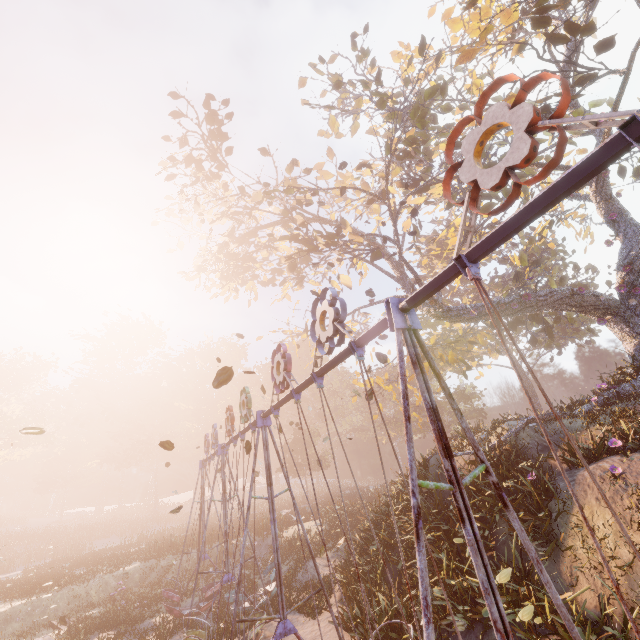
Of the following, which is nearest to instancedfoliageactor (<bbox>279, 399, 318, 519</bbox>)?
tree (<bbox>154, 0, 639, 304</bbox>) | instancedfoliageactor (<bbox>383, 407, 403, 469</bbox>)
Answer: instancedfoliageactor (<bbox>383, 407, 403, 469</bbox>)

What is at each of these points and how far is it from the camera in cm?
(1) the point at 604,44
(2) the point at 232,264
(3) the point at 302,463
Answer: (1) tree, 1120
(2) tree, 2350
(3) instancedfoliageactor, 4375

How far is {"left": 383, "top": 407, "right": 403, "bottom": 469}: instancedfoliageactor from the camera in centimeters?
4731cm

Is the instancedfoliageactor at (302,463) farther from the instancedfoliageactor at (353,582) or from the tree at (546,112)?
the instancedfoliageactor at (353,582)

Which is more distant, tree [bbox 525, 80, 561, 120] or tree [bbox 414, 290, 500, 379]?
tree [bbox 414, 290, 500, 379]

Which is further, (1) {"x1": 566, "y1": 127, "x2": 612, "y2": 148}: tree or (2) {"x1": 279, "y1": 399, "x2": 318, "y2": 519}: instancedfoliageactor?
(2) {"x1": 279, "y1": 399, "x2": 318, "y2": 519}: instancedfoliageactor

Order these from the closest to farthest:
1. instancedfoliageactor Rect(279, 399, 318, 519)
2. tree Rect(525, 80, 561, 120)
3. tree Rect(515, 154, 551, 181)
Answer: tree Rect(525, 80, 561, 120) < tree Rect(515, 154, 551, 181) < instancedfoliageactor Rect(279, 399, 318, 519)

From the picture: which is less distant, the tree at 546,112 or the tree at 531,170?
the tree at 546,112
